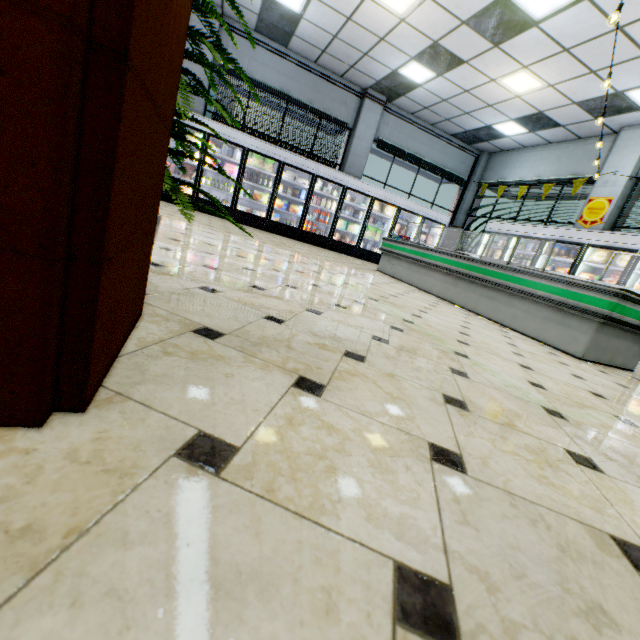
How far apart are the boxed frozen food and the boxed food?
8.5 meters

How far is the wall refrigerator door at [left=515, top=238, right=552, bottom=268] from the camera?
8.3m

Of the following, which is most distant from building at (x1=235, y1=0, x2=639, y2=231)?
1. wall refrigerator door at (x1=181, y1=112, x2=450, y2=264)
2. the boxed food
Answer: the boxed food

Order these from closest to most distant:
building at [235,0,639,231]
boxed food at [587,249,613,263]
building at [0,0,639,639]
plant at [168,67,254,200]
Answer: building at [0,0,639,639], plant at [168,67,254,200], building at [235,0,639,231], boxed food at [587,249,613,263]

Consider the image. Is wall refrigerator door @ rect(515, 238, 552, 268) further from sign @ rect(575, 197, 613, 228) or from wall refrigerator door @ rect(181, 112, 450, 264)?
wall refrigerator door @ rect(181, 112, 450, 264)

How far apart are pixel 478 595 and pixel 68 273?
0.86m

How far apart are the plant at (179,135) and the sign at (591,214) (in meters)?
9.76

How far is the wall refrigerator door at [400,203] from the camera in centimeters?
873cm
